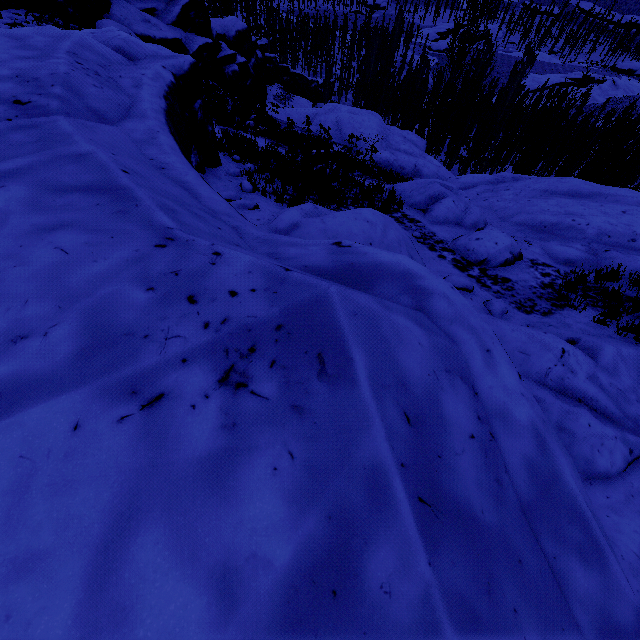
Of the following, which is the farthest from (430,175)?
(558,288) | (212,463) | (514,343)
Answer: (212,463)

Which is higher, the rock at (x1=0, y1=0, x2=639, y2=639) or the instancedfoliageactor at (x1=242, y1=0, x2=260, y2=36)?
the rock at (x1=0, y1=0, x2=639, y2=639)

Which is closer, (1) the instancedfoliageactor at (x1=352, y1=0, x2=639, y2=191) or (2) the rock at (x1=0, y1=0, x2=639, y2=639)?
(2) the rock at (x1=0, y1=0, x2=639, y2=639)

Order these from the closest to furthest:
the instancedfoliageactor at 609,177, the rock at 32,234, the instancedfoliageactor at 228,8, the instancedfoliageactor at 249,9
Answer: the rock at 32,234 → the instancedfoliageactor at 609,177 → the instancedfoliageactor at 228,8 → the instancedfoliageactor at 249,9

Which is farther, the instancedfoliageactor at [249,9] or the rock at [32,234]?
the instancedfoliageactor at [249,9]

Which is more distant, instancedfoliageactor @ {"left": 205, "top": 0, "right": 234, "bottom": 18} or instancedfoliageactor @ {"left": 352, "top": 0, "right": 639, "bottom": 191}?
instancedfoliageactor @ {"left": 205, "top": 0, "right": 234, "bottom": 18}

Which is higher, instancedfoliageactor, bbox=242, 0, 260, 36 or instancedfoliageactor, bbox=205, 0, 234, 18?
instancedfoliageactor, bbox=205, 0, 234, 18
